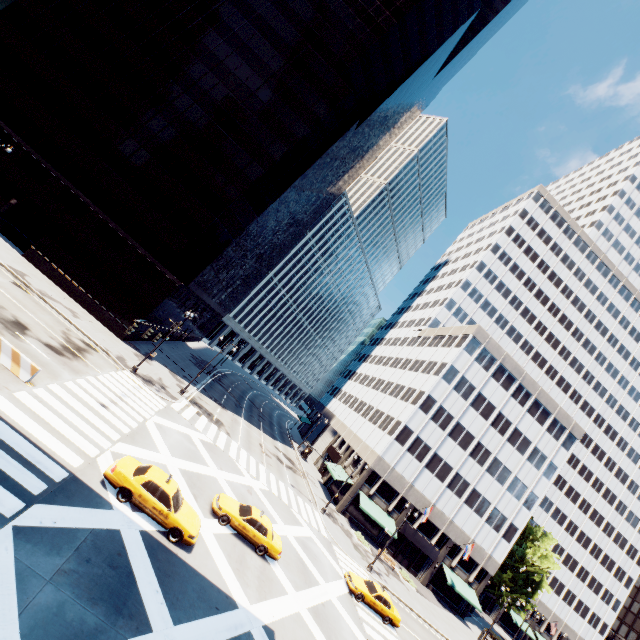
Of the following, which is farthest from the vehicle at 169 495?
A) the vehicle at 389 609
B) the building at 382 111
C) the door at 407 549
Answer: the door at 407 549

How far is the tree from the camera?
47.5 meters

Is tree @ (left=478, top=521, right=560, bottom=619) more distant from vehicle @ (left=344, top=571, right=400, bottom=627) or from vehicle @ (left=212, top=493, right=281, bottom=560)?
vehicle @ (left=212, top=493, right=281, bottom=560)

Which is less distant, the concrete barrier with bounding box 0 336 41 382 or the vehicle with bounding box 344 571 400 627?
the concrete barrier with bounding box 0 336 41 382

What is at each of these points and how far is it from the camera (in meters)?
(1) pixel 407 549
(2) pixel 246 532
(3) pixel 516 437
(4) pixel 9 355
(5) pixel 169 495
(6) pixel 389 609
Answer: (1) door, 43.94
(2) vehicle, 19.02
(3) building, 47.81
(4) concrete barrier, 16.25
(5) vehicle, 14.92
(6) vehicle, 24.55

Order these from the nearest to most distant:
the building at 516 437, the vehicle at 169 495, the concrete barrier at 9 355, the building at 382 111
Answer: the vehicle at 169 495 → the concrete barrier at 9 355 → the building at 382 111 → the building at 516 437

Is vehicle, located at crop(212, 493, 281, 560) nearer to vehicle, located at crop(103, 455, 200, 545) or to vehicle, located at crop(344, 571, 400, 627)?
vehicle, located at crop(103, 455, 200, 545)

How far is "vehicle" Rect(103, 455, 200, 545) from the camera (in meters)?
14.37
